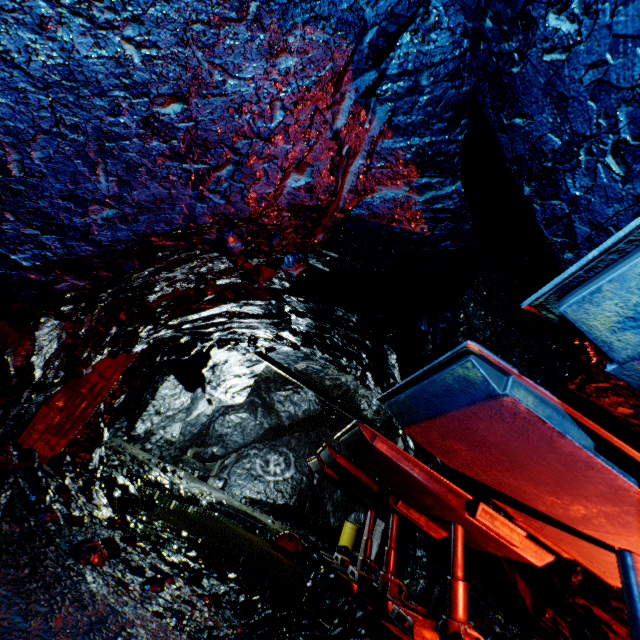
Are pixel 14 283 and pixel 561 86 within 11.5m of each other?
yes

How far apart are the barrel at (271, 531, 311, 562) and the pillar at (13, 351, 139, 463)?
6.1 meters

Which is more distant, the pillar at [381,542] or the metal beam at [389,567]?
the pillar at [381,542]

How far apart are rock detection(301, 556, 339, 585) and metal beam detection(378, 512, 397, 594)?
1.18m

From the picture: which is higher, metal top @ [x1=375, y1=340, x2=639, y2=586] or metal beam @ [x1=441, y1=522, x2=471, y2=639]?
metal top @ [x1=375, y1=340, x2=639, y2=586]

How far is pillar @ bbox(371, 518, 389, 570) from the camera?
10.6m

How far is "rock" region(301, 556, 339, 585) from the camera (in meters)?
7.63

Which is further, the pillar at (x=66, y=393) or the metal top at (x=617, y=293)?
the pillar at (x=66, y=393)
